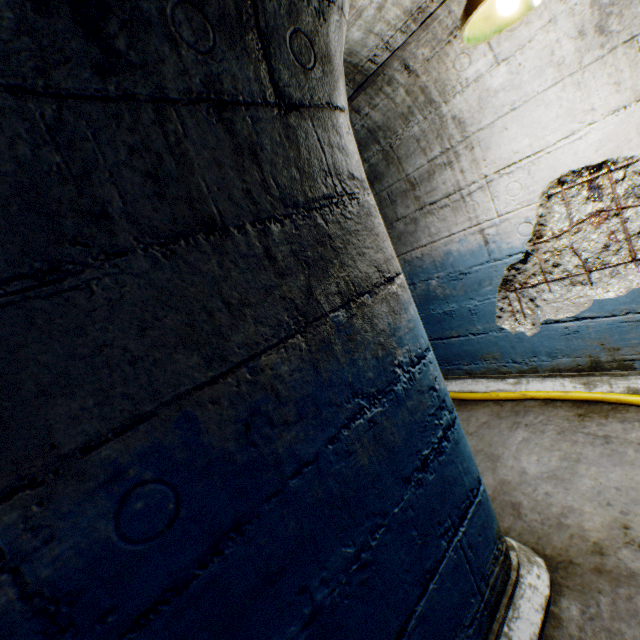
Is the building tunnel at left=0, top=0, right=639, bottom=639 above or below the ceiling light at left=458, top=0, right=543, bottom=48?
below

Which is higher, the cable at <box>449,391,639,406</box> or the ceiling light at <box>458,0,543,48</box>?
the ceiling light at <box>458,0,543,48</box>

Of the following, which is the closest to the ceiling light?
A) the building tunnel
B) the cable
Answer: the building tunnel

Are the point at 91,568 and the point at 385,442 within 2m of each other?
yes

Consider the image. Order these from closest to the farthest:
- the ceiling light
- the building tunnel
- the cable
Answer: the building tunnel → the ceiling light → the cable

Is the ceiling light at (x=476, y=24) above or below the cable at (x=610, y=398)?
above

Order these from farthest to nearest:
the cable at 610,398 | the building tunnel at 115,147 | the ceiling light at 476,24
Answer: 1. the cable at 610,398
2. the ceiling light at 476,24
3. the building tunnel at 115,147

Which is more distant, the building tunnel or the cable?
the cable
